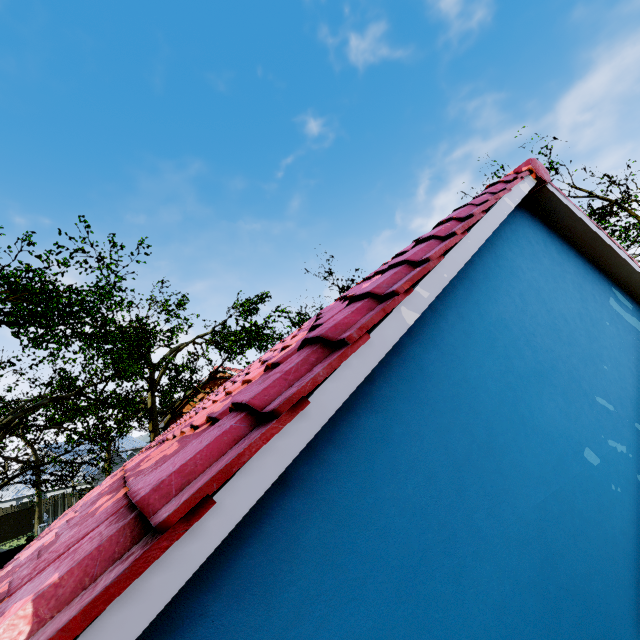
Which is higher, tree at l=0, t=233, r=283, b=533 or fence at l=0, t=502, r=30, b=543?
tree at l=0, t=233, r=283, b=533

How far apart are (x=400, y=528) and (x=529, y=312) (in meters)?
2.55

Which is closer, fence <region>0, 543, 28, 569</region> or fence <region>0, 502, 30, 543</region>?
fence <region>0, 543, 28, 569</region>

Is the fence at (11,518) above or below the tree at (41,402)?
below

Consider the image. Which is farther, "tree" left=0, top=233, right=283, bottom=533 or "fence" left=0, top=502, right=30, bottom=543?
"fence" left=0, top=502, right=30, bottom=543

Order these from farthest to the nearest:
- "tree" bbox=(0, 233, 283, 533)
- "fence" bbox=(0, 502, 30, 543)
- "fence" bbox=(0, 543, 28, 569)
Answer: "fence" bbox=(0, 502, 30, 543) < "fence" bbox=(0, 543, 28, 569) < "tree" bbox=(0, 233, 283, 533)

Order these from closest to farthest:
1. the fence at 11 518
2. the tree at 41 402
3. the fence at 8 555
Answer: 1. the tree at 41 402
2. the fence at 8 555
3. the fence at 11 518
